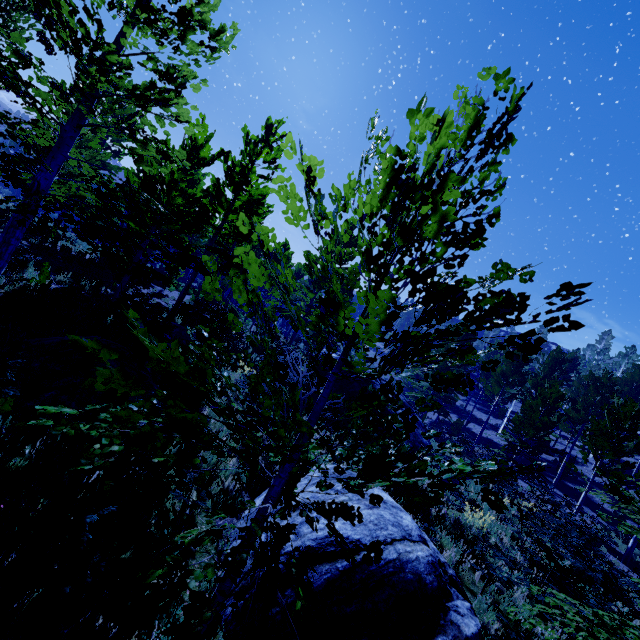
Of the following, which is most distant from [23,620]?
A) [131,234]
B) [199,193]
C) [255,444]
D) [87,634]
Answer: [131,234]

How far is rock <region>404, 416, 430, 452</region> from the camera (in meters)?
12.94

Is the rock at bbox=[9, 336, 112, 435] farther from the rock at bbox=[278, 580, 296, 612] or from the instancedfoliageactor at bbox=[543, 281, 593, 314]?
the instancedfoliageactor at bbox=[543, 281, 593, 314]

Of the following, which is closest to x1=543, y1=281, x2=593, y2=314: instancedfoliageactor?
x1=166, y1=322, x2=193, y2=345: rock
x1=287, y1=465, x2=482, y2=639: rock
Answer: x1=287, y1=465, x2=482, y2=639: rock

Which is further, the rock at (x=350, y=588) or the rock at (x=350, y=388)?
the rock at (x=350, y=388)

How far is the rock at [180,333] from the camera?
12.2m

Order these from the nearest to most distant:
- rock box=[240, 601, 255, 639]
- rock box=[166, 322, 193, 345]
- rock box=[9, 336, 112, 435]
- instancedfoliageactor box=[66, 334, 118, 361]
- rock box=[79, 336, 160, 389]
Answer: instancedfoliageactor box=[66, 334, 118, 361]
rock box=[240, 601, 255, 639]
rock box=[9, 336, 112, 435]
rock box=[79, 336, 160, 389]
rock box=[166, 322, 193, 345]

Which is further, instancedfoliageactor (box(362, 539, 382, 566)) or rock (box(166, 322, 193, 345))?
rock (box(166, 322, 193, 345))
